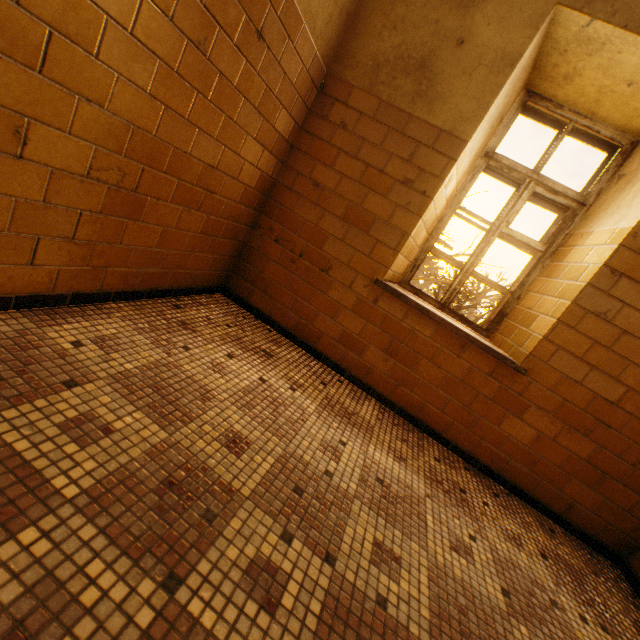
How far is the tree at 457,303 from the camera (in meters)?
8.26

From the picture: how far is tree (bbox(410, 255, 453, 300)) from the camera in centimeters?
833cm

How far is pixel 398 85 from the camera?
2.34m

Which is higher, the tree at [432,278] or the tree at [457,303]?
the tree at [432,278]

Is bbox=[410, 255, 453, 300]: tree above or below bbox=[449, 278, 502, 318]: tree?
above
